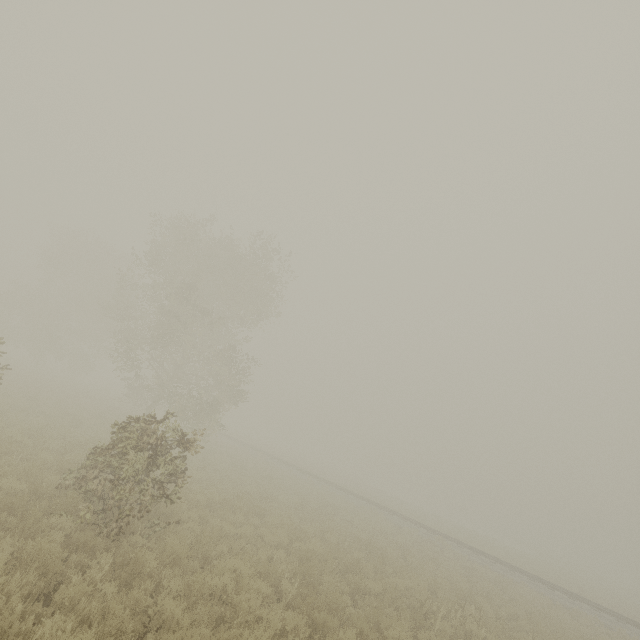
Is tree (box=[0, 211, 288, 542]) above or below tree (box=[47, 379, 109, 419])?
above

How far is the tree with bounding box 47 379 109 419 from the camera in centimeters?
2333cm

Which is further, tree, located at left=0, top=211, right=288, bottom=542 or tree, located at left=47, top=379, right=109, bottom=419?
tree, located at left=47, top=379, right=109, bottom=419

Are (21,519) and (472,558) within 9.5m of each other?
no

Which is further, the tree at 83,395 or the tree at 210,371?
the tree at 83,395

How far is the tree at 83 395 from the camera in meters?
23.3
